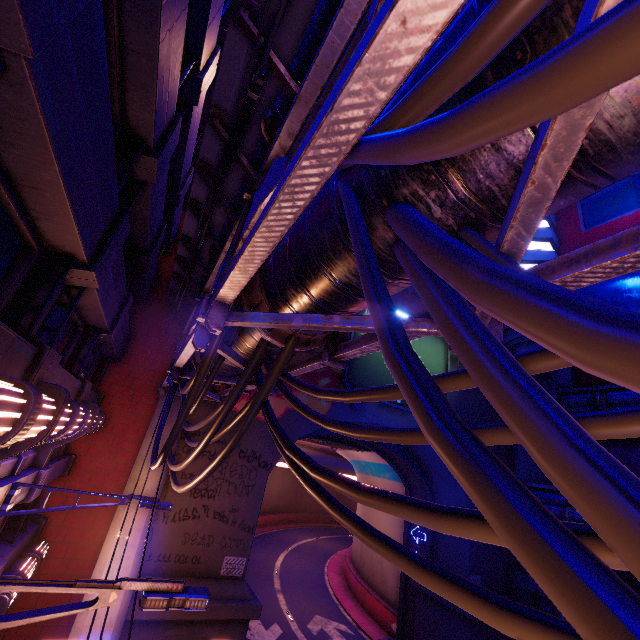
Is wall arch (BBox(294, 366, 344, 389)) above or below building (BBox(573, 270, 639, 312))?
below

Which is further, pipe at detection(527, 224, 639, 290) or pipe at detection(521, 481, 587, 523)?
pipe at detection(521, 481, 587, 523)

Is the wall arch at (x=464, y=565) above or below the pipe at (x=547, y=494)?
below

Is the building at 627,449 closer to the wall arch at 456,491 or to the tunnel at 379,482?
the wall arch at 456,491

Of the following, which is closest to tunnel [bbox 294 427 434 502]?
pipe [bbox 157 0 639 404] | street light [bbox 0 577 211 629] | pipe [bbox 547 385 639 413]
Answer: pipe [bbox 157 0 639 404]

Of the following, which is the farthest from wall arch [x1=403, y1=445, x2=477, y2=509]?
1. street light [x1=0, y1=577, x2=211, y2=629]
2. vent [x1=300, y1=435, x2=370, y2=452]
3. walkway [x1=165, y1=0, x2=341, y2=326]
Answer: street light [x1=0, y1=577, x2=211, y2=629]

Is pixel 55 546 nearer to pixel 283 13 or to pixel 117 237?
pixel 117 237

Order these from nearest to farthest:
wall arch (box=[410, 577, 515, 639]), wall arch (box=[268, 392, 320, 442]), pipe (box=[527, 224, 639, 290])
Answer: pipe (box=[527, 224, 639, 290]) < wall arch (box=[268, 392, 320, 442]) < wall arch (box=[410, 577, 515, 639])
